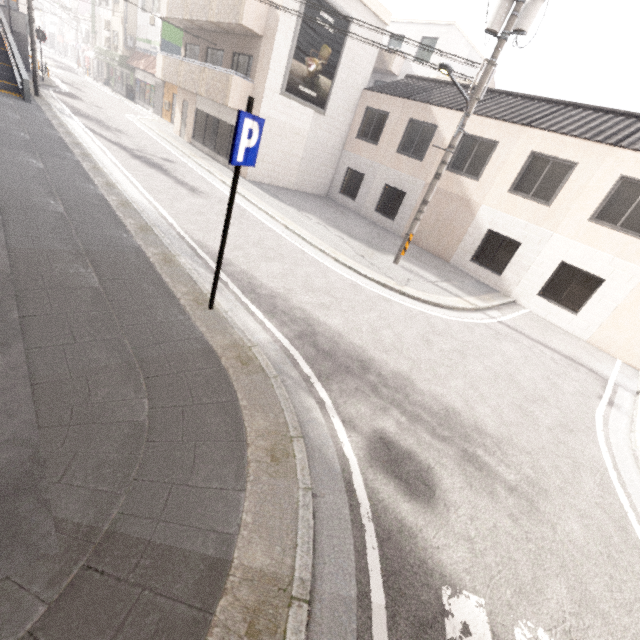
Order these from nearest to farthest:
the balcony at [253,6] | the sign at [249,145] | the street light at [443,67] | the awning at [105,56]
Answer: the sign at [249,145], the street light at [443,67], the balcony at [253,6], the awning at [105,56]

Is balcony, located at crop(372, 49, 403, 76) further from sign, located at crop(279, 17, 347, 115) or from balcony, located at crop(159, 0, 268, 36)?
sign, located at crop(279, 17, 347, 115)

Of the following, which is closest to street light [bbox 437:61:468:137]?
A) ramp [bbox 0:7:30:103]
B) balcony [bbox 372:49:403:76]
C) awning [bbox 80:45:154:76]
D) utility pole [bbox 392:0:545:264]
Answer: utility pole [bbox 392:0:545:264]

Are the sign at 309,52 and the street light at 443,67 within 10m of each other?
yes

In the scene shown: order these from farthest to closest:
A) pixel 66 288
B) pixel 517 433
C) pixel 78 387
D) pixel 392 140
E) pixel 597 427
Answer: pixel 392 140 < pixel 597 427 < pixel 517 433 < pixel 66 288 < pixel 78 387

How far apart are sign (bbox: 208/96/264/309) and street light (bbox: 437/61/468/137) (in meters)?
6.24

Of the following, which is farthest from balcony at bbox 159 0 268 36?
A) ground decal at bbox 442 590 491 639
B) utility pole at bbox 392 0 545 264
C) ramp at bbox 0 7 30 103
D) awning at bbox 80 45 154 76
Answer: ground decal at bbox 442 590 491 639

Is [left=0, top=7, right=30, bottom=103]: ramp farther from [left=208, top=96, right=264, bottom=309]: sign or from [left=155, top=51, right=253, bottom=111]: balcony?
Result: [left=208, top=96, right=264, bottom=309]: sign
